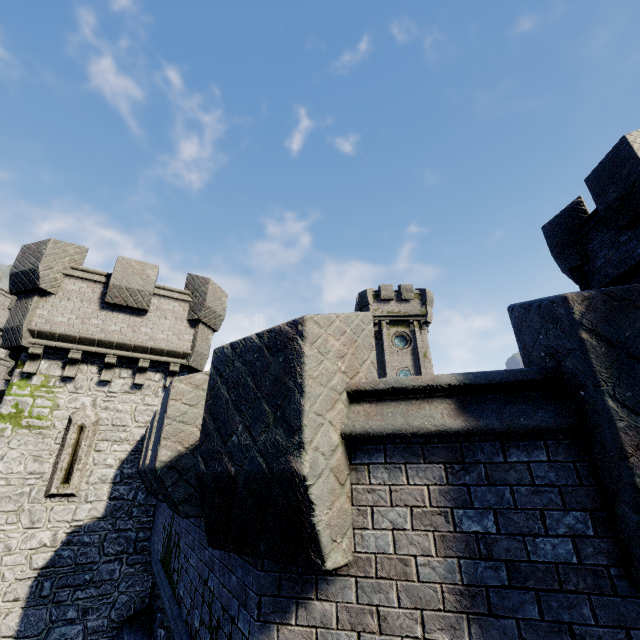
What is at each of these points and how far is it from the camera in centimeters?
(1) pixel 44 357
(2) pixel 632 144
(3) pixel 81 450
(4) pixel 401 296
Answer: (1) building tower, 1023cm
(2) building, 751cm
(3) window slit, 970cm
(4) building, 3425cm

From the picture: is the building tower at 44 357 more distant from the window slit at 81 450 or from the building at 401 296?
the building at 401 296

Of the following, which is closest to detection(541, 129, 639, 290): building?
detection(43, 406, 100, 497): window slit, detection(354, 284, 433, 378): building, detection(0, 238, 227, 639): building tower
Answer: detection(0, 238, 227, 639): building tower

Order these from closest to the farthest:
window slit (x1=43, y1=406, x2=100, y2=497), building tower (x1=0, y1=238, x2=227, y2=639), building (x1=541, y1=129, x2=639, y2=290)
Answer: building (x1=541, y1=129, x2=639, y2=290) < building tower (x1=0, y1=238, x2=227, y2=639) < window slit (x1=43, y1=406, x2=100, y2=497)

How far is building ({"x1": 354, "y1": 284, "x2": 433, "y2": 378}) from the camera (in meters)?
31.98

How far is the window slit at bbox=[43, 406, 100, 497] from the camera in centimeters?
919cm

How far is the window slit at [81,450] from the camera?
9.2 meters

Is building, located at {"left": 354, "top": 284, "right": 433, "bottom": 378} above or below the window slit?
above
